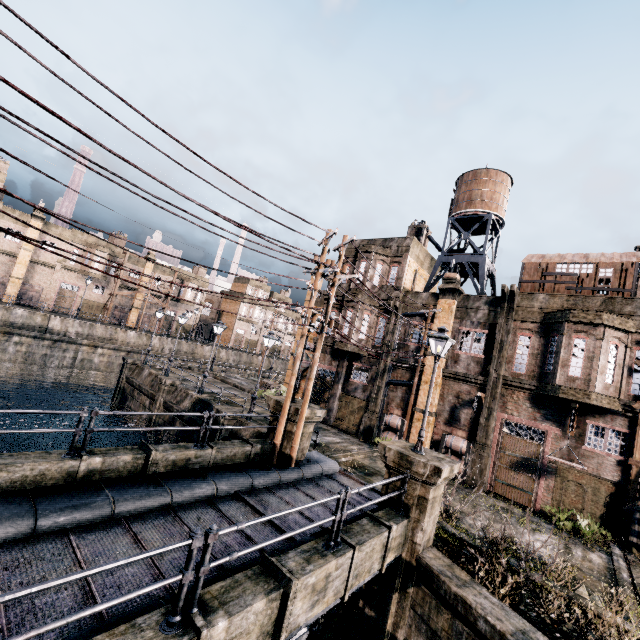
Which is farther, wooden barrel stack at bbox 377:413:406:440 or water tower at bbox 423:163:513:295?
water tower at bbox 423:163:513:295

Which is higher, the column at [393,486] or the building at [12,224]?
the building at [12,224]

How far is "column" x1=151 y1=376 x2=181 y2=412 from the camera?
25.7m

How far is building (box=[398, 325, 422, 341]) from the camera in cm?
2387

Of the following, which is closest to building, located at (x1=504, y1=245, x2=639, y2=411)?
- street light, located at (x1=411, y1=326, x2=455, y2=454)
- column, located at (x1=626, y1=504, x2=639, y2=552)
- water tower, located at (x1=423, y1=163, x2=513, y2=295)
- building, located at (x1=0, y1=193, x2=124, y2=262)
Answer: column, located at (x1=626, y1=504, x2=639, y2=552)

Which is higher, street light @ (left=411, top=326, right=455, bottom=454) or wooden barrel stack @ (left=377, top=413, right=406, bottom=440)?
street light @ (left=411, top=326, right=455, bottom=454)

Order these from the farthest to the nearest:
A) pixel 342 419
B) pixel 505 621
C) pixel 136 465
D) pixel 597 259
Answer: pixel 342 419 < pixel 597 259 < pixel 136 465 < pixel 505 621

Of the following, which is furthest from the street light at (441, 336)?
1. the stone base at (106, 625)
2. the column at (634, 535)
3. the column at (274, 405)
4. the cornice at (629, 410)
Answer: the column at (634, 535)
